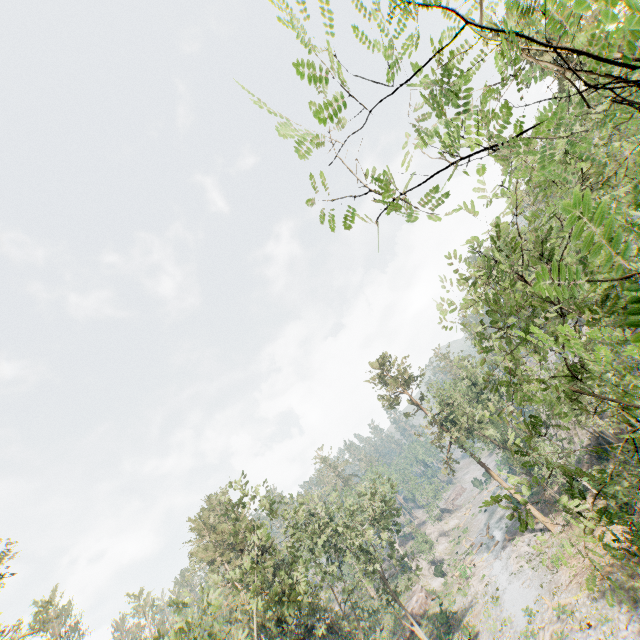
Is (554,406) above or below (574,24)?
below

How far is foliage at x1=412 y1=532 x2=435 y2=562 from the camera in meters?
54.2 m

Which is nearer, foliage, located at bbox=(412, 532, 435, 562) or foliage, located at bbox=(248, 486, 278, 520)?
foliage, located at bbox=(248, 486, 278, 520)

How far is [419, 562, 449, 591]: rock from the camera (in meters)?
50.94

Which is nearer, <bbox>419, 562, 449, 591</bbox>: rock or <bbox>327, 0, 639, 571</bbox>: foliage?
<bbox>327, 0, 639, 571</bbox>: foliage

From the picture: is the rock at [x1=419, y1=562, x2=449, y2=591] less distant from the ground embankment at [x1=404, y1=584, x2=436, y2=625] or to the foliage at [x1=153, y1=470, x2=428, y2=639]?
the ground embankment at [x1=404, y1=584, x2=436, y2=625]

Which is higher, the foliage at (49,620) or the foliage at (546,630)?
the foliage at (49,620)

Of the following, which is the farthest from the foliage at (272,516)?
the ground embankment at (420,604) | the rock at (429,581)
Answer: the rock at (429,581)
